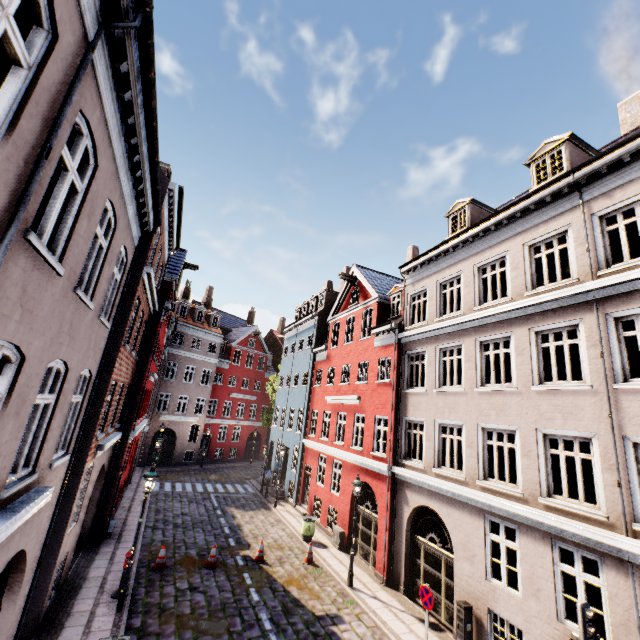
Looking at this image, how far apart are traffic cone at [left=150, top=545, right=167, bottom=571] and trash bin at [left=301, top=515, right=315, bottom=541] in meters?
6.5 m

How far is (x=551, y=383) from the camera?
9.25m

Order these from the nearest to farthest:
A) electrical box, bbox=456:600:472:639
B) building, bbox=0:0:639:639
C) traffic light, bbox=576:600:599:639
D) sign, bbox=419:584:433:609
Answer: building, bbox=0:0:639:639
traffic light, bbox=576:600:599:639
sign, bbox=419:584:433:609
electrical box, bbox=456:600:472:639

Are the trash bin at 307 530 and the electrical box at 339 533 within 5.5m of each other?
yes

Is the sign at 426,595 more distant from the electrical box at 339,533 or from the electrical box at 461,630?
the electrical box at 339,533

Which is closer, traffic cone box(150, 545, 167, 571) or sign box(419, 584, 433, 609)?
sign box(419, 584, 433, 609)

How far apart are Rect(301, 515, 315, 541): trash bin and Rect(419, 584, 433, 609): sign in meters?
8.3 m

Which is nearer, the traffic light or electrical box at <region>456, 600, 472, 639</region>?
the traffic light
